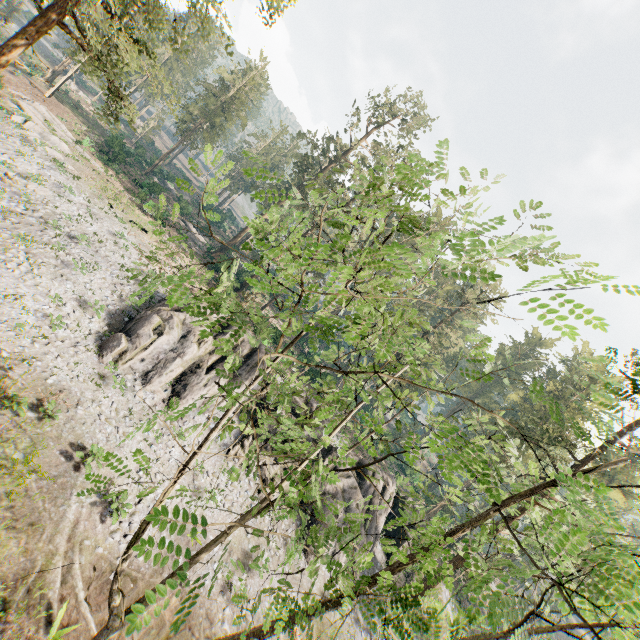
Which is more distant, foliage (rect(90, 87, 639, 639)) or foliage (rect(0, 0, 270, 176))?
foliage (rect(0, 0, 270, 176))

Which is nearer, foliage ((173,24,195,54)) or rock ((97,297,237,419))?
foliage ((173,24,195,54))

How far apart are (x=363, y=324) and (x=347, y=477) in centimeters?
2576cm

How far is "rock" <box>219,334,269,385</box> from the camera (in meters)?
24.73

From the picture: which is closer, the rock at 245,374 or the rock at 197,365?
the rock at 197,365

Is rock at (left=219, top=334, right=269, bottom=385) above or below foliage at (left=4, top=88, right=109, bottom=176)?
above

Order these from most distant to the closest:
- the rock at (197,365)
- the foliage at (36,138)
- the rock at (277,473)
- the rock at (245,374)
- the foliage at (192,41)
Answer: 1. the foliage at (36,138)
2. the rock at (245,374)
3. the rock at (277,473)
4. the rock at (197,365)
5. the foliage at (192,41)

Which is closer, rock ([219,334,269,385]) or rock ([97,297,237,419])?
rock ([97,297,237,419])
